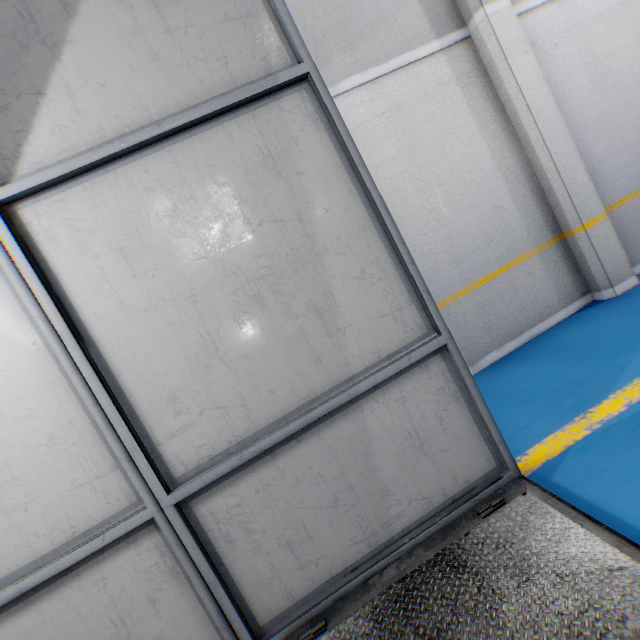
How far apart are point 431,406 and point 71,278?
2.3 meters
